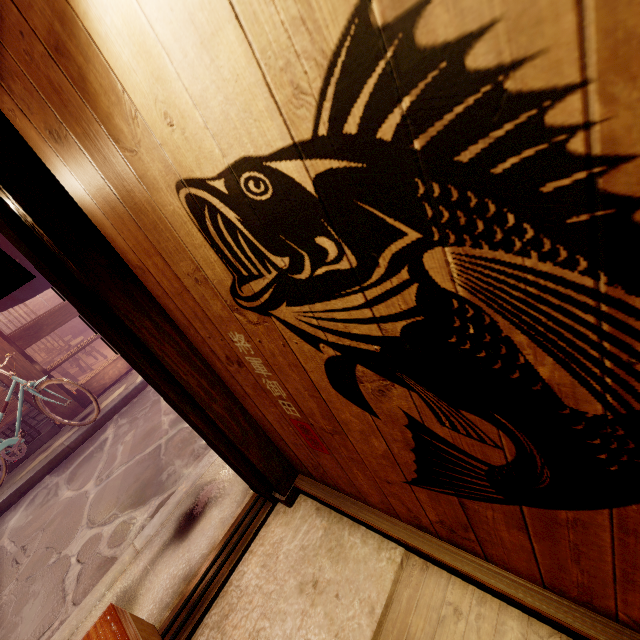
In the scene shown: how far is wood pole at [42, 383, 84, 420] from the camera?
9.91m

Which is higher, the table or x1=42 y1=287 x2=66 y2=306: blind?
x1=42 y1=287 x2=66 y2=306: blind

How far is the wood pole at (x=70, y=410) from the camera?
9.91m

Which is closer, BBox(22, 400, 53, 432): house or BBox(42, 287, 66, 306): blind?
BBox(22, 400, 53, 432): house

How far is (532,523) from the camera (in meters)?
1.95

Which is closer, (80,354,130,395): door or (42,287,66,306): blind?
(80,354,130,395): door

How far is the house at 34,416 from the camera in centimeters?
955cm

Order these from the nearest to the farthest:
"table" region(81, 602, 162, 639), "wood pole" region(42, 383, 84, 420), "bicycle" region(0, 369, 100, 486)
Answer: "table" region(81, 602, 162, 639) → "bicycle" region(0, 369, 100, 486) → "wood pole" region(42, 383, 84, 420)
